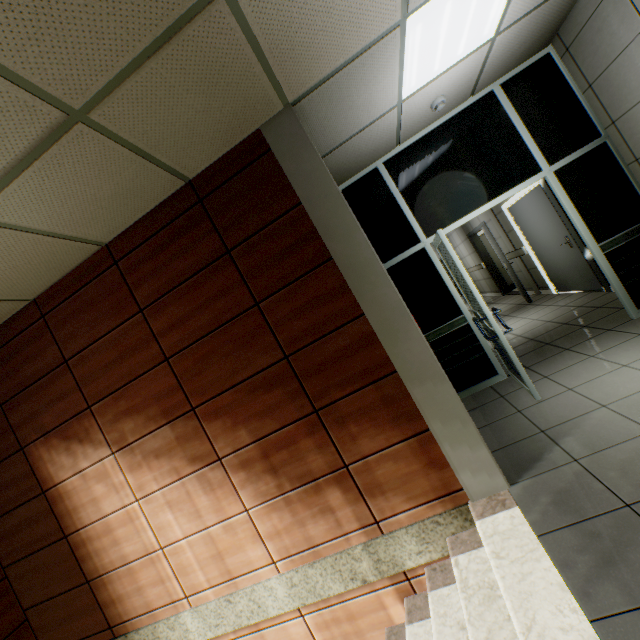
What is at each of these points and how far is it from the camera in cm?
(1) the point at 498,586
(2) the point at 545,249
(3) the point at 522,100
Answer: (1) stairs, 188
(2) door, 623
(3) doorway, 388

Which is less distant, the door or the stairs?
the stairs

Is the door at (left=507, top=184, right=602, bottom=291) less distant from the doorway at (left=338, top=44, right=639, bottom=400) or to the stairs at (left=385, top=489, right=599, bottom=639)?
the doorway at (left=338, top=44, right=639, bottom=400)

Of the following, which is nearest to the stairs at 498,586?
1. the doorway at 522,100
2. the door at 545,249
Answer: the doorway at 522,100

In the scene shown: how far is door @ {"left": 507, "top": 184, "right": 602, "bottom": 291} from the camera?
5.4m

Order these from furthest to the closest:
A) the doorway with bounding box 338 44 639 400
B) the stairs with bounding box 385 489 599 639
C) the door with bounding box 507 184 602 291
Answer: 1. the door with bounding box 507 184 602 291
2. the doorway with bounding box 338 44 639 400
3. the stairs with bounding box 385 489 599 639

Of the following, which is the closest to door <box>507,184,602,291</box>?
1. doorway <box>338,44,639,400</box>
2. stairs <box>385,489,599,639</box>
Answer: doorway <box>338,44,639,400</box>
